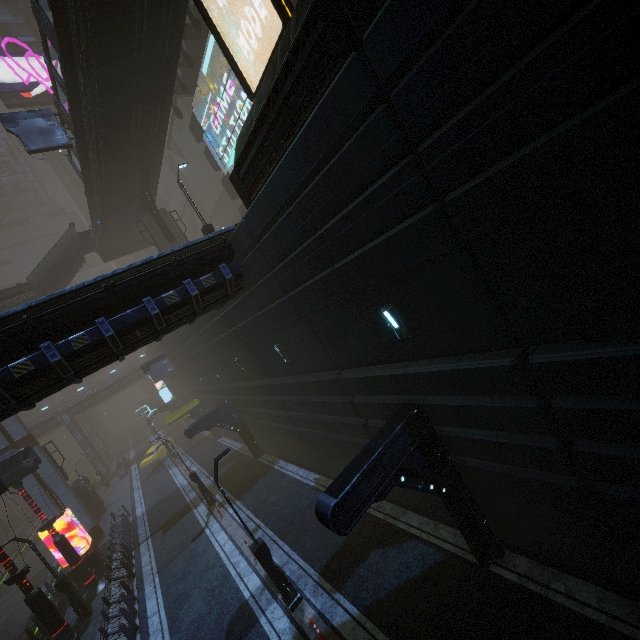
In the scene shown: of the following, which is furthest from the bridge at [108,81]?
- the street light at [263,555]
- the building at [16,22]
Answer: the street light at [263,555]

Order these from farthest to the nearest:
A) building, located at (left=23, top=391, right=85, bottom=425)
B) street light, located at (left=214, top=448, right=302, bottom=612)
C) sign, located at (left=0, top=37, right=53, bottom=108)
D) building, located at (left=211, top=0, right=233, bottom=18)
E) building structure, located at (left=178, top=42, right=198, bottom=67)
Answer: building, located at (left=23, top=391, right=85, bottom=425)
sign, located at (left=0, top=37, right=53, bottom=108)
building structure, located at (left=178, top=42, right=198, bottom=67)
building, located at (left=211, top=0, right=233, bottom=18)
street light, located at (left=214, top=448, right=302, bottom=612)

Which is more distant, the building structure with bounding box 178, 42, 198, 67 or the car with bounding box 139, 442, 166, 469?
the car with bounding box 139, 442, 166, 469

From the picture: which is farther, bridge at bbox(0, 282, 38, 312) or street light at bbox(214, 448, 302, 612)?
bridge at bbox(0, 282, 38, 312)

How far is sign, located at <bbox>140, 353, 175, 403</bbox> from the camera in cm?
3112

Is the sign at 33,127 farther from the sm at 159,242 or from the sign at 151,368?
the sign at 151,368

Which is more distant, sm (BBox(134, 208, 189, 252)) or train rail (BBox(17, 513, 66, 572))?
train rail (BBox(17, 513, 66, 572))

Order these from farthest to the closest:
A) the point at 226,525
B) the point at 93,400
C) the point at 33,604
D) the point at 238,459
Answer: the point at 93,400 < the point at 238,459 < the point at 226,525 < the point at 33,604
